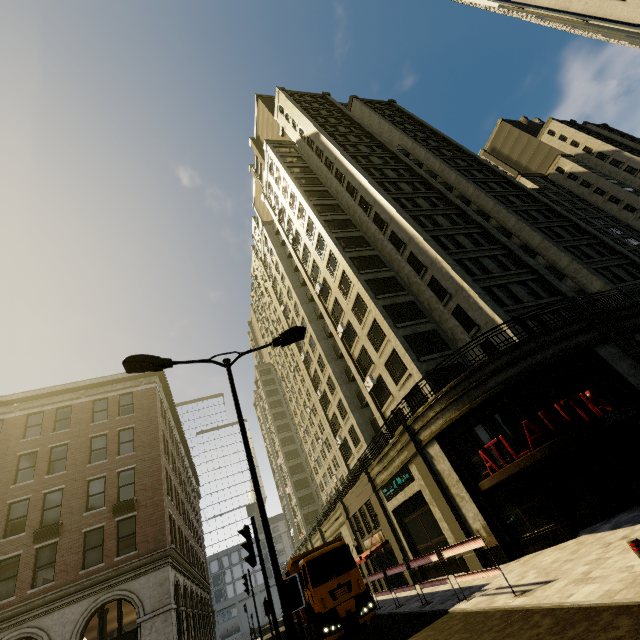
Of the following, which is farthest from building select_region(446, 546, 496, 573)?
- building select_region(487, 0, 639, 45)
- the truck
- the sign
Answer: building select_region(487, 0, 639, 45)

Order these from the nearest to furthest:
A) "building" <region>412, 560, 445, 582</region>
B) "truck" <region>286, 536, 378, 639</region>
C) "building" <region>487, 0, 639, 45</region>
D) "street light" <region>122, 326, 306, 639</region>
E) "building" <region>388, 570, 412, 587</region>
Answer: "street light" <region>122, 326, 306, 639</region>, "building" <region>487, 0, 639, 45</region>, "truck" <region>286, 536, 378, 639</region>, "building" <region>412, 560, 445, 582</region>, "building" <region>388, 570, 412, 587</region>

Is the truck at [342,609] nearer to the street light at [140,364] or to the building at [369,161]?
the building at [369,161]

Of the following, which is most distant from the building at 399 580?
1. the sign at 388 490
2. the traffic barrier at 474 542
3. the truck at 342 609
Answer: the truck at 342 609

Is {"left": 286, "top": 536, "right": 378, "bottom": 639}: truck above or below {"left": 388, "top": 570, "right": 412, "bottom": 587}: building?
above

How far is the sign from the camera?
19.0m

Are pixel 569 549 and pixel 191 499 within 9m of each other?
no

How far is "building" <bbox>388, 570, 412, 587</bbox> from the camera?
20.28m
